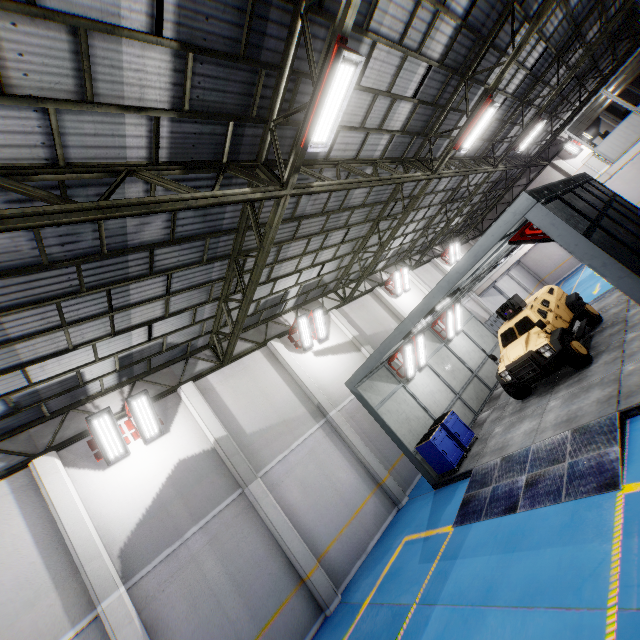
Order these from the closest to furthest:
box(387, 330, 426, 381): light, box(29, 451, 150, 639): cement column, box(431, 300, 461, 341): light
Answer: box(29, 451, 150, 639): cement column, box(387, 330, 426, 381): light, box(431, 300, 461, 341): light

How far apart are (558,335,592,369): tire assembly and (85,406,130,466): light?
12.8 meters

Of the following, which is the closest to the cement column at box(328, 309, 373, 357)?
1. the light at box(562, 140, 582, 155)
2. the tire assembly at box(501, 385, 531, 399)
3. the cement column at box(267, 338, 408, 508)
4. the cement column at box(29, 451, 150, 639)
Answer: the cement column at box(267, 338, 408, 508)

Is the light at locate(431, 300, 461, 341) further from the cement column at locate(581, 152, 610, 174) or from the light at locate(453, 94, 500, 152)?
the cement column at locate(581, 152, 610, 174)

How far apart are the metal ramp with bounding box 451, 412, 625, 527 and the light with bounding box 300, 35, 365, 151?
7.7m

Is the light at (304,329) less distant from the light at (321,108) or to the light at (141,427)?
the light at (141,427)

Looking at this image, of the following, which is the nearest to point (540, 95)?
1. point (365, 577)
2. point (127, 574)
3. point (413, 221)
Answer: point (413, 221)

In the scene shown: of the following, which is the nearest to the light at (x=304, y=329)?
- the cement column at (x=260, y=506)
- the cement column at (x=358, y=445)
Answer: the cement column at (x=358, y=445)
